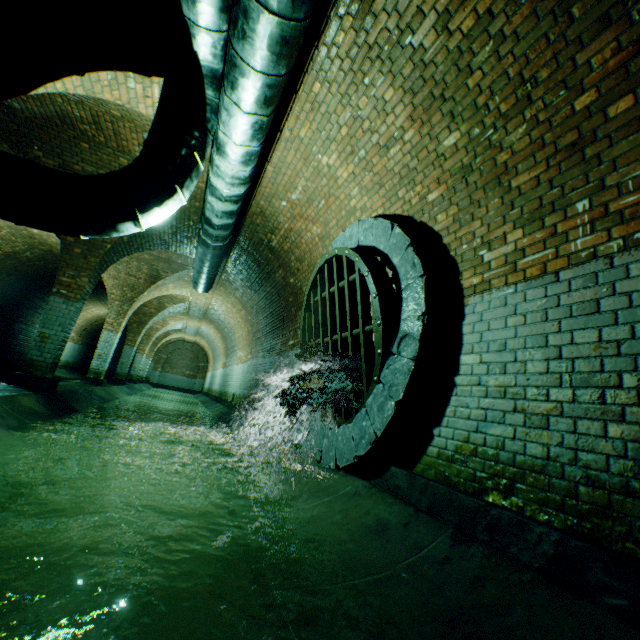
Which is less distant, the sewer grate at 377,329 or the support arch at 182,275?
the sewer grate at 377,329

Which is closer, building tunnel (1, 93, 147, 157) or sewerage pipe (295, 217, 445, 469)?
sewerage pipe (295, 217, 445, 469)

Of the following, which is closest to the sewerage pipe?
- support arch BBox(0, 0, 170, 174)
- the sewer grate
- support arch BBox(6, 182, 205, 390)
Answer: the sewer grate

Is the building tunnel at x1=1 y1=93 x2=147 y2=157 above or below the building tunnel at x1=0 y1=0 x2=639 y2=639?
above

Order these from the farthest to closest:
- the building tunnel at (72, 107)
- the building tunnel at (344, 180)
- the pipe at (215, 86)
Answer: the building tunnel at (72, 107) < the pipe at (215, 86) < the building tunnel at (344, 180)

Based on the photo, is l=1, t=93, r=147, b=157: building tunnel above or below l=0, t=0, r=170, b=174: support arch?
above

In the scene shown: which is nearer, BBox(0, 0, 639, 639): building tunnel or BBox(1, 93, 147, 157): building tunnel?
BBox(0, 0, 639, 639): building tunnel

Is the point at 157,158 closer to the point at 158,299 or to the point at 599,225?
the point at 599,225
